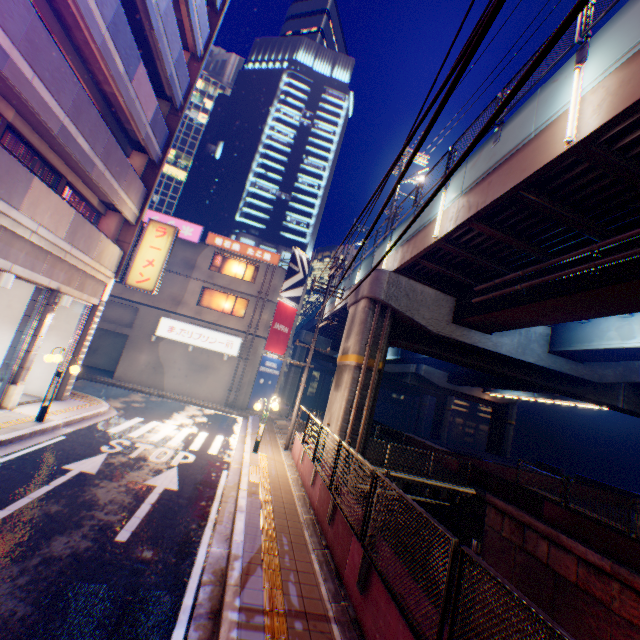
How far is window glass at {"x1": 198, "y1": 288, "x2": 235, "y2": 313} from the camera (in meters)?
25.53

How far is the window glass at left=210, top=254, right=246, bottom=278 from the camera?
26.09m

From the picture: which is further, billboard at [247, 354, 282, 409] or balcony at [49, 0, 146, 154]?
billboard at [247, 354, 282, 409]

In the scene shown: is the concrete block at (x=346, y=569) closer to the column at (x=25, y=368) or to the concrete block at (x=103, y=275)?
the column at (x=25, y=368)

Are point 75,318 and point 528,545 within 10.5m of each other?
no

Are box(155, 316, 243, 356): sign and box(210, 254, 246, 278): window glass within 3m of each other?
no

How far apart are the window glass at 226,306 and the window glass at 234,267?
1.5m

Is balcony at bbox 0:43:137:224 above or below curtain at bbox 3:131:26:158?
above
